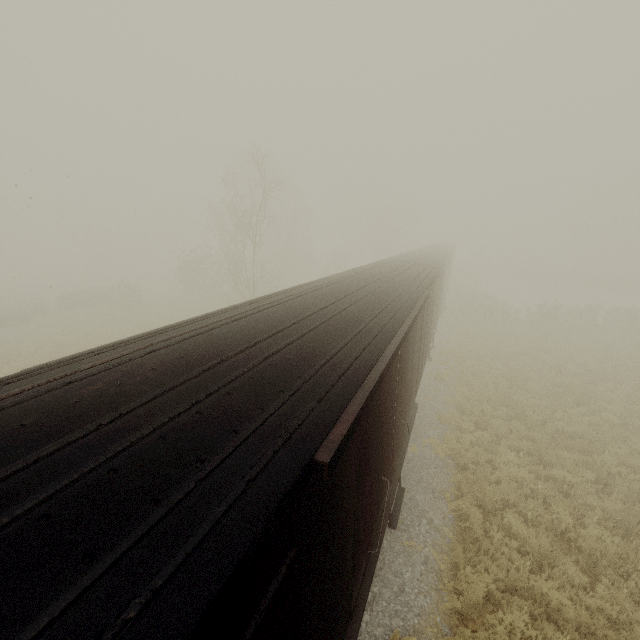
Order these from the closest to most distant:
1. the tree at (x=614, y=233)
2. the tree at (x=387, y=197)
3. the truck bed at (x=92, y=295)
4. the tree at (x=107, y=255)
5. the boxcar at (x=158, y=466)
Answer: the boxcar at (x=158, y=466), the tree at (x=614, y=233), the truck bed at (x=92, y=295), the tree at (x=107, y=255), the tree at (x=387, y=197)

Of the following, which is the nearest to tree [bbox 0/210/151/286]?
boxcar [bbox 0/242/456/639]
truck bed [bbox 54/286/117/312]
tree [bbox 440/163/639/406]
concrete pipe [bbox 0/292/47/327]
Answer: truck bed [bbox 54/286/117/312]

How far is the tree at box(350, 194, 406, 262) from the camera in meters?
47.5 m

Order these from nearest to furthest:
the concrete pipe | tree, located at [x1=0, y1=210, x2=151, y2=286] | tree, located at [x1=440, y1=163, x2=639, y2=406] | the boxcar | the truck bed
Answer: the boxcar, tree, located at [x1=440, y1=163, x2=639, y2=406], the concrete pipe, the truck bed, tree, located at [x1=0, y1=210, x2=151, y2=286]

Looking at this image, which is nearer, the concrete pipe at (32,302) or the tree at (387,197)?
the concrete pipe at (32,302)

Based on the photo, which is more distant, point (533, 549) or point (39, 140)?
point (39, 140)

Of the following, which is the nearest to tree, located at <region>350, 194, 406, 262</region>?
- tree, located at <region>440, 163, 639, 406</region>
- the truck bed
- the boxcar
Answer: tree, located at <region>440, 163, 639, 406</region>
